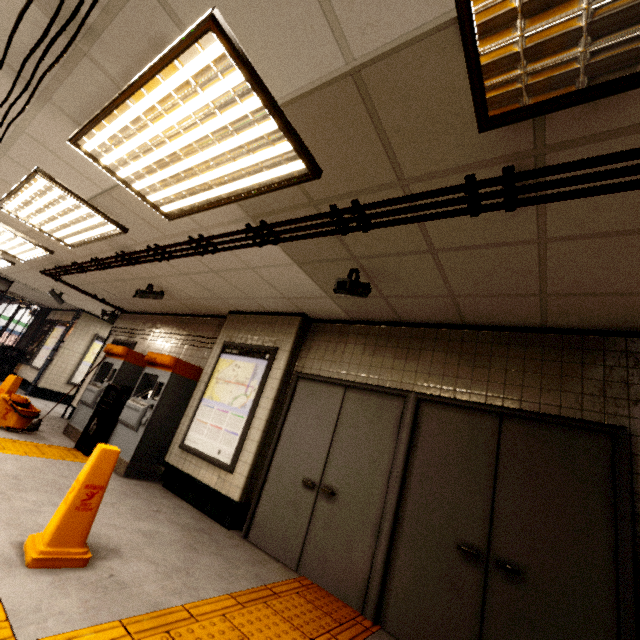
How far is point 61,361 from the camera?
10.30m

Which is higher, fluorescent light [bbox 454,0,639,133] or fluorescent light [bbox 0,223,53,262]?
fluorescent light [bbox 0,223,53,262]

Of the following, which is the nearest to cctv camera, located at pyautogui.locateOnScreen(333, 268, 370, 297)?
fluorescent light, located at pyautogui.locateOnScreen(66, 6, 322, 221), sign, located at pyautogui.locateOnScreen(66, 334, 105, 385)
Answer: fluorescent light, located at pyautogui.locateOnScreen(66, 6, 322, 221)

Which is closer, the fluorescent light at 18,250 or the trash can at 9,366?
the fluorescent light at 18,250

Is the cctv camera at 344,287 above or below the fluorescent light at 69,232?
below

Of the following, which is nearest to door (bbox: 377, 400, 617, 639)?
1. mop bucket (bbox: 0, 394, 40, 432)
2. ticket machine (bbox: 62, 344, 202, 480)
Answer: ticket machine (bbox: 62, 344, 202, 480)

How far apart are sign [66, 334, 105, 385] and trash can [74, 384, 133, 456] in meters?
6.2 m

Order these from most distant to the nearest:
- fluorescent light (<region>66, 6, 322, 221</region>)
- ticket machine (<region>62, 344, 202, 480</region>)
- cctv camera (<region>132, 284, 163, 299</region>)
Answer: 1. cctv camera (<region>132, 284, 163, 299</region>)
2. ticket machine (<region>62, 344, 202, 480</region>)
3. fluorescent light (<region>66, 6, 322, 221</region>)
